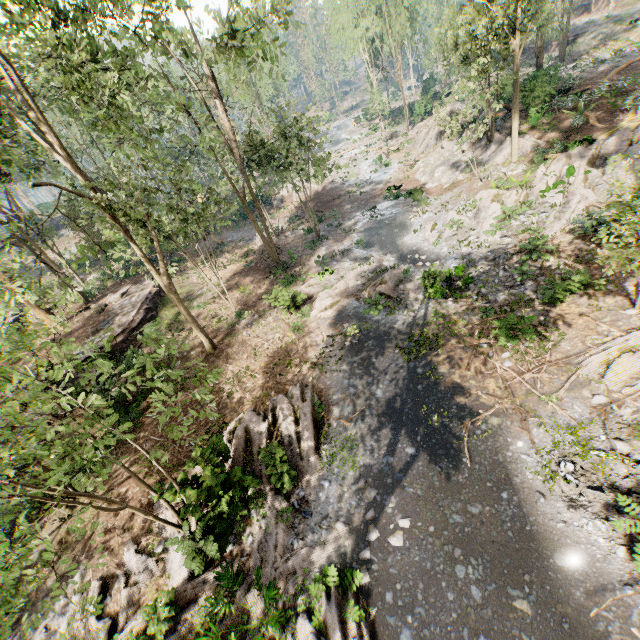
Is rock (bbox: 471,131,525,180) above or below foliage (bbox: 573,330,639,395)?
above

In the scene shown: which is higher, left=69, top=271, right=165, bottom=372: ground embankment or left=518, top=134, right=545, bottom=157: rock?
left=518, top=134, right=545, bottom=157: rock

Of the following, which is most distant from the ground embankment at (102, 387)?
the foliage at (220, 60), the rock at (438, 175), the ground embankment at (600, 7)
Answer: the ground embankment at (600, 7)

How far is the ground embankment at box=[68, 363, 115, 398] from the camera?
15.39m

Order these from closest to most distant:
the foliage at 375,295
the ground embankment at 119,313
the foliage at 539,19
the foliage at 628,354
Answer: the foliage at 628,354
the foliage at 375,295
the foliage at 539,19
the ground embankment at 119,313

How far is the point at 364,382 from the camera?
13.2 meters

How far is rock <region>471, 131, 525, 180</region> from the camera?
21.67m

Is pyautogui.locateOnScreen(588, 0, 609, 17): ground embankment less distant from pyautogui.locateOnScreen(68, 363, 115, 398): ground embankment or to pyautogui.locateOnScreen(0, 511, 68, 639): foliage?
pyautogui.locateOnScreen(0, 511, 68, 639): foliage
